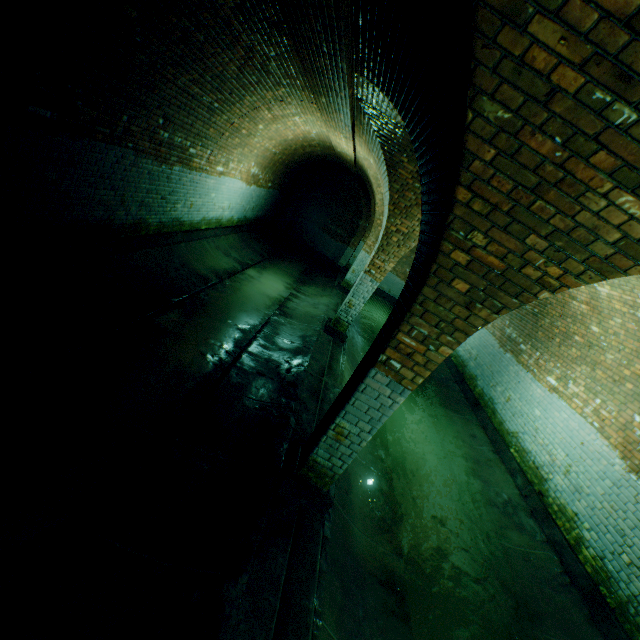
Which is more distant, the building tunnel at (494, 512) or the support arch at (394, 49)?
the building tunnel at (494, 512)

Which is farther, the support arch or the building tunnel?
the building tunnel

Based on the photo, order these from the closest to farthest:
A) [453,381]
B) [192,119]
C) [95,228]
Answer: [95,228] < [192,119] < [453,381]
